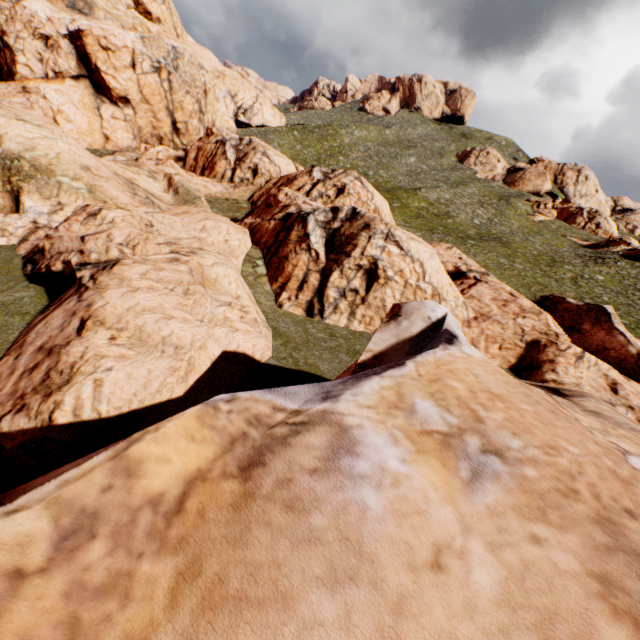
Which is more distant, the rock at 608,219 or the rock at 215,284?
the rock at 608,219

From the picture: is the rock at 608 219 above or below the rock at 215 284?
above

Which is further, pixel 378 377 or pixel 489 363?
pixel 489 363

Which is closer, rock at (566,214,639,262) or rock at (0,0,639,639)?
rock at (0,0,639,639)

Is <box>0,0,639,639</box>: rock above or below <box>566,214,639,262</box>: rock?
below
